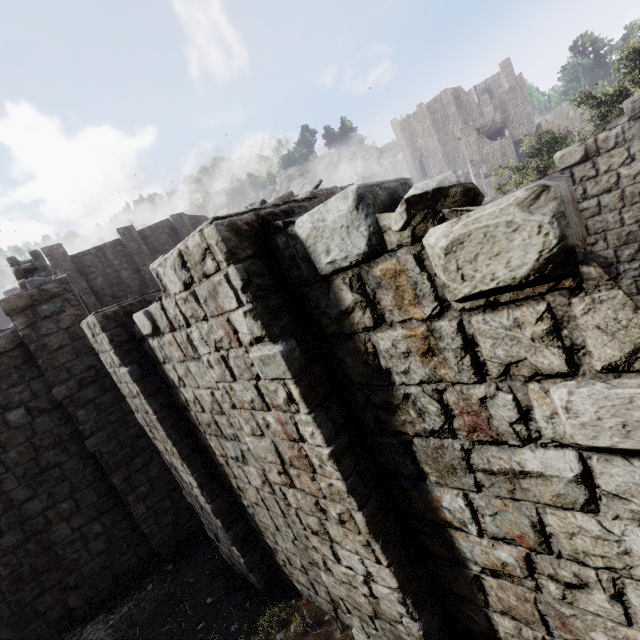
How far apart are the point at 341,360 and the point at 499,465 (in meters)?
1.33
